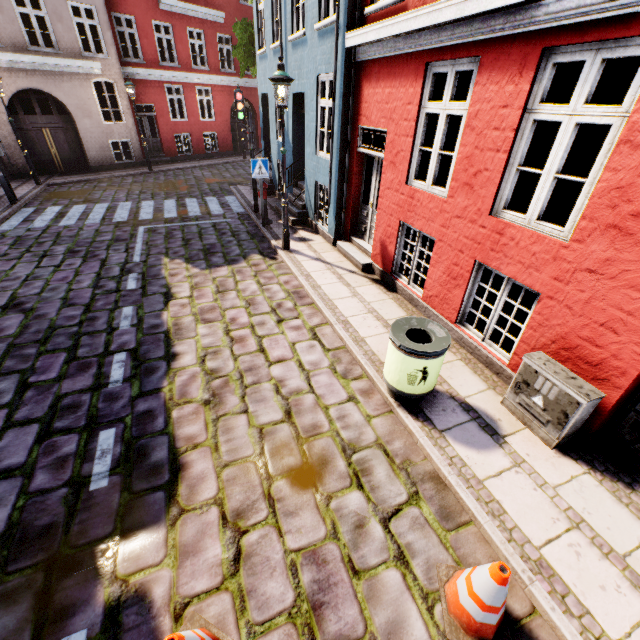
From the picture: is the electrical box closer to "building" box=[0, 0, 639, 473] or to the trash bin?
"building" box=[0, 0, 639, 473]

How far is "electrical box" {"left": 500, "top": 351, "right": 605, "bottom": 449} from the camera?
3.4m

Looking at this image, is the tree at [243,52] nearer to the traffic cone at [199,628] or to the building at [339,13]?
the building at [339,13]

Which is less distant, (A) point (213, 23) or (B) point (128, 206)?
(B) point (128, 206)

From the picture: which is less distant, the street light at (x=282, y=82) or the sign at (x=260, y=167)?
the street light at (x=282, y=82)

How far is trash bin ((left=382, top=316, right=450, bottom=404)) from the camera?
3.7m

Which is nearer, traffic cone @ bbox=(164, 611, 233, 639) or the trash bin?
traffic cone @ bbox=(164, 611, 233, 639)

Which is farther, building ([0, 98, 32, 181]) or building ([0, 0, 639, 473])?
building ([0, 98, 32, 181])
